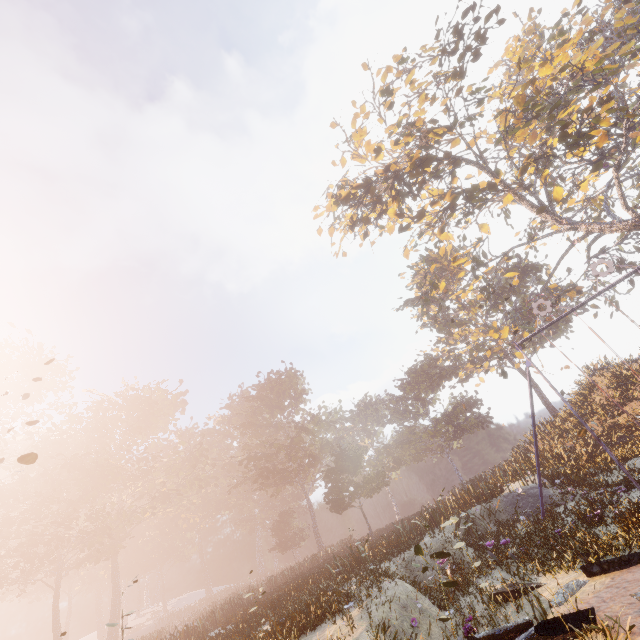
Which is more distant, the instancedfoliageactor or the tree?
the tree

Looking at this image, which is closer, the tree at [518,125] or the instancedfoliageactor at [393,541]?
the instancedfoliageactor at [393,541]

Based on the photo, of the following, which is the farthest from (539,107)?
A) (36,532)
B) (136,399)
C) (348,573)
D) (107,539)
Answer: (107,539)
